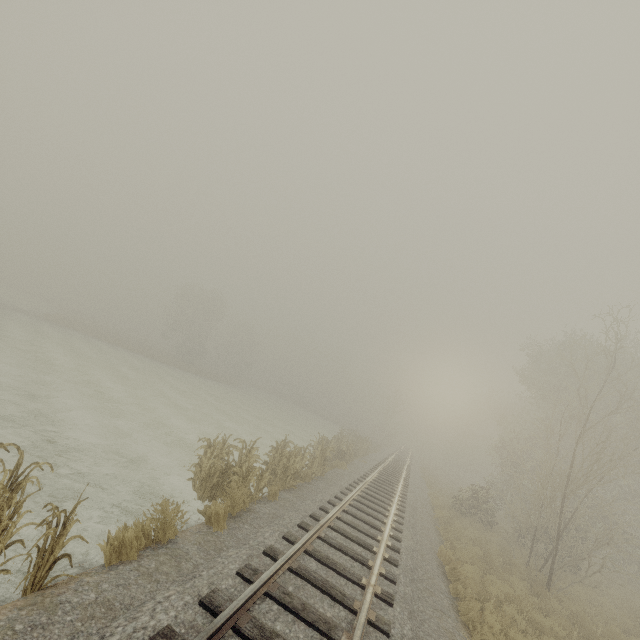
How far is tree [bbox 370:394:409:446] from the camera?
48.2 meters

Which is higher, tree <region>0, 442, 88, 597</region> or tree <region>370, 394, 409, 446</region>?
tree <region>370, 394, 409, 446</region>

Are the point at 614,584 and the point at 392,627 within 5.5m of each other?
no

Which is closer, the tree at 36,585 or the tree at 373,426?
the tree at 36,585

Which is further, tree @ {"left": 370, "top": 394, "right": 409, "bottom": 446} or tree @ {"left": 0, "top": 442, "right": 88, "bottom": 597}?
tree @ {"left": 370, "top": 394, "right": 409, "bottom": 446}

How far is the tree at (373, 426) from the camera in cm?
4816
